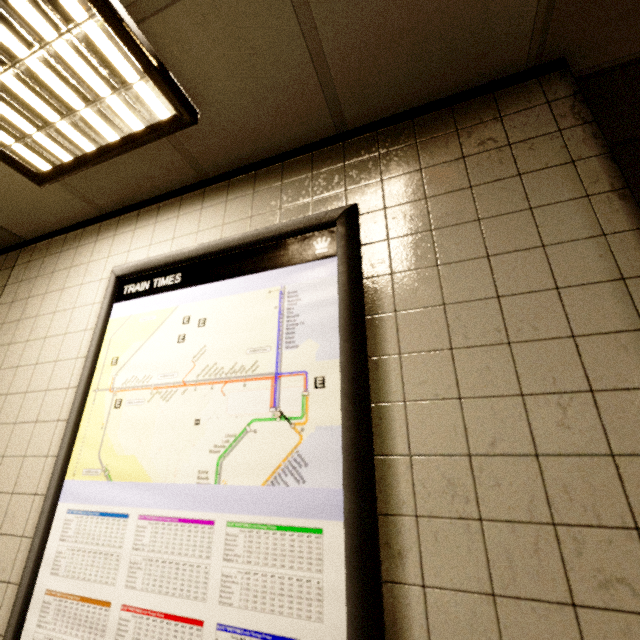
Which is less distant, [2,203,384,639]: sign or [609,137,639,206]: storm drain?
[2,203,384,639]: sign

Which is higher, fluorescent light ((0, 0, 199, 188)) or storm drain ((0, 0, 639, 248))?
storm drain ((0, 0, 639, 248))

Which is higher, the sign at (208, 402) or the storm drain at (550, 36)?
the storm drain at (550, 36)

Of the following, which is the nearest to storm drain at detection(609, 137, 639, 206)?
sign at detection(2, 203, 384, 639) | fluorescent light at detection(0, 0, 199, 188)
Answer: sign at detection(2, 203, 384, 639)

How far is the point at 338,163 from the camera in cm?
139

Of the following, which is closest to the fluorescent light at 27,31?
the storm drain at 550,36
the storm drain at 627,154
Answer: the storm drain at 550,36

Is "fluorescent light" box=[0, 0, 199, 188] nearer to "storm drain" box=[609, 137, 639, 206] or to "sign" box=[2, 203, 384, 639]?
"sign" box=[2, 203, 384, 639]

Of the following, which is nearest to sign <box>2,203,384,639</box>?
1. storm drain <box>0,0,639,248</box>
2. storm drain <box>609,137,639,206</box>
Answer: storm drain <box>0,0,639,248</box>
